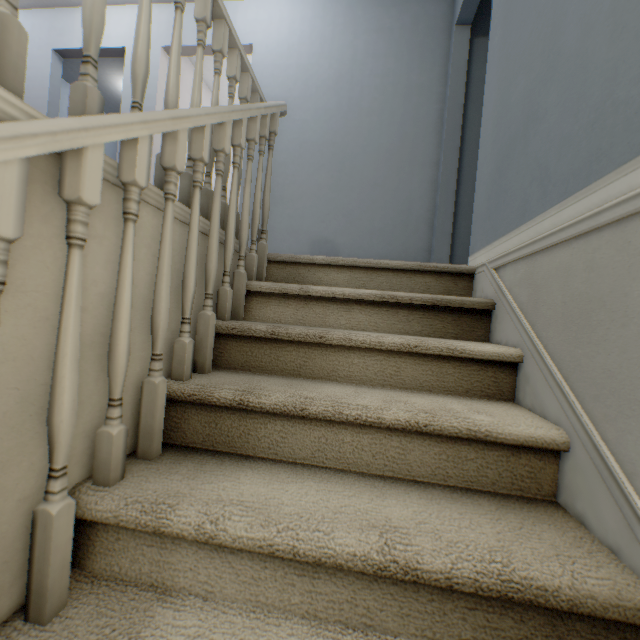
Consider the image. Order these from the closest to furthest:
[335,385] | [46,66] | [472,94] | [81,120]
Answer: [81,120] → [335,385] → [472,94] → [46,66]
